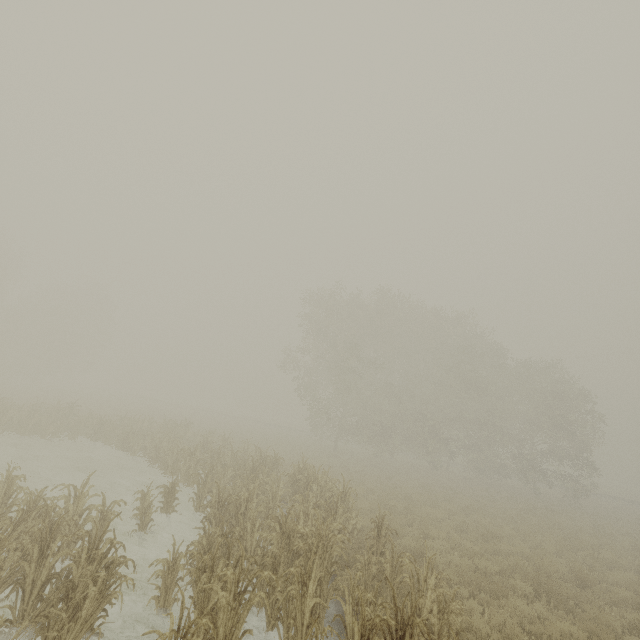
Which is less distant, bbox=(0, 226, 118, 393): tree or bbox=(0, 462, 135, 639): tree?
bbox=(0, 462, 135, 639): tree

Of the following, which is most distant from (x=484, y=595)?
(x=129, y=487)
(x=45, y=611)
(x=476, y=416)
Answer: (x=476, y=416)

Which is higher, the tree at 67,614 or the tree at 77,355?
the tree at 77,355

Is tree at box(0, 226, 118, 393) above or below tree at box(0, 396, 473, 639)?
above
